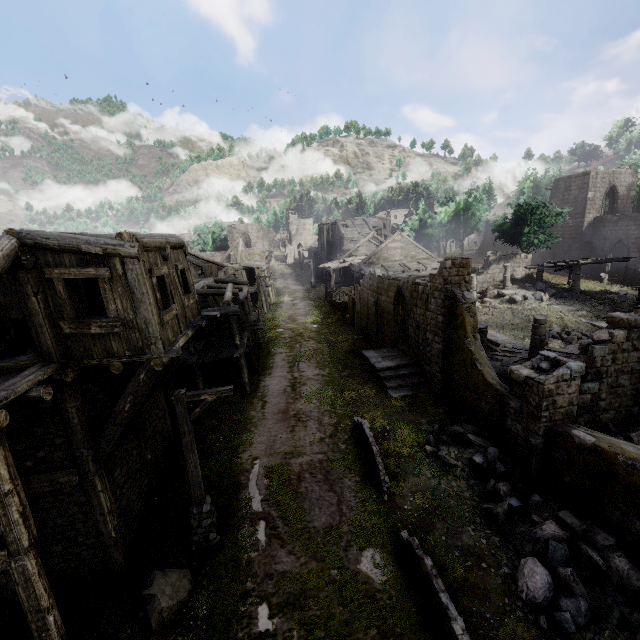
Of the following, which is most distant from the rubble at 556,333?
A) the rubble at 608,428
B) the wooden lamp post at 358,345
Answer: the wooden lamp post at 358,345

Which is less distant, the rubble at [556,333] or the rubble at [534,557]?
the rubble at [534,557]

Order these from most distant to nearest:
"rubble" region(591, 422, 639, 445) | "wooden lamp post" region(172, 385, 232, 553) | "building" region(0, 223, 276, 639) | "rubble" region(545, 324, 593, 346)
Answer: "rubble" region(545, 324, 593, 346)
"rubble" region(591, 422, 639, 445)
"wooden lamp post" region(172, 385, 232, 553)
"building" region(0, 223, 276, 639)

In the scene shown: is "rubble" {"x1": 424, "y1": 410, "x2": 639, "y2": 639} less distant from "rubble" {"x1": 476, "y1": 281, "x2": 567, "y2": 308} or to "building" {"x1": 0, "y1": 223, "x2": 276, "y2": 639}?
"building" {"x1": 0, "y1": 223, "x2": 276, "y2": 639}

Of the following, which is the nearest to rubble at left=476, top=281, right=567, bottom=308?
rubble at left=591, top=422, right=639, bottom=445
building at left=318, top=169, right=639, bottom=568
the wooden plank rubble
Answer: building at left=318, top=169, right=639, bottom=568

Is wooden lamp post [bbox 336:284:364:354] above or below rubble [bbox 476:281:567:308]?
below

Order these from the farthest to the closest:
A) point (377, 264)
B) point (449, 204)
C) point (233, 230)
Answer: point (233, 230)
point (449, 204)
point (377, 264)

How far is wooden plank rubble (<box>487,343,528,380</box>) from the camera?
15.8 meters
